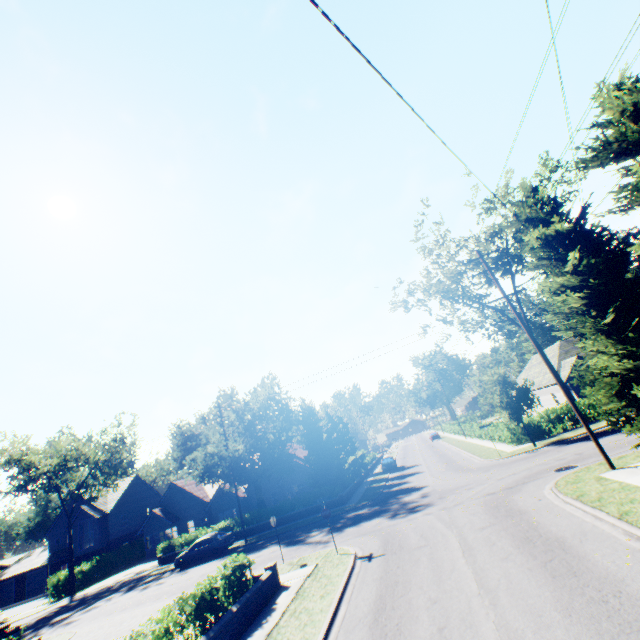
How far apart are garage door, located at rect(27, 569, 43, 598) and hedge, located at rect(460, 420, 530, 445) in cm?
6092

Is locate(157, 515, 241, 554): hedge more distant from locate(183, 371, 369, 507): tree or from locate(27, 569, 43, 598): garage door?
locate(27, 569, 43, 598): garage door

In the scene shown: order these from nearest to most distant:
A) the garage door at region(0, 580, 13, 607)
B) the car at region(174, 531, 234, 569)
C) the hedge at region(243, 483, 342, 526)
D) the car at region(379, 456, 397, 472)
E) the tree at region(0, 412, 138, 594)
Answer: the car at region(174, 531, 234, 569) → the hedge at region(243, 483, 342, 526) → the tree at region(0, 412, 138, 594) → the car at region(379, 456, 397, 472) → the garage door at region(0, 580, 13, 607)

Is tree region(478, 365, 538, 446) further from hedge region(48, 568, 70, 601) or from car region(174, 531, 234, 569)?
car region(174, 531, 234, 569)

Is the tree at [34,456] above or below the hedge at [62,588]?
above

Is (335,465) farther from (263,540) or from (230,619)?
(230,619)

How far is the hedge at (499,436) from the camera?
26.66m

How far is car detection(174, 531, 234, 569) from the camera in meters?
25.9
